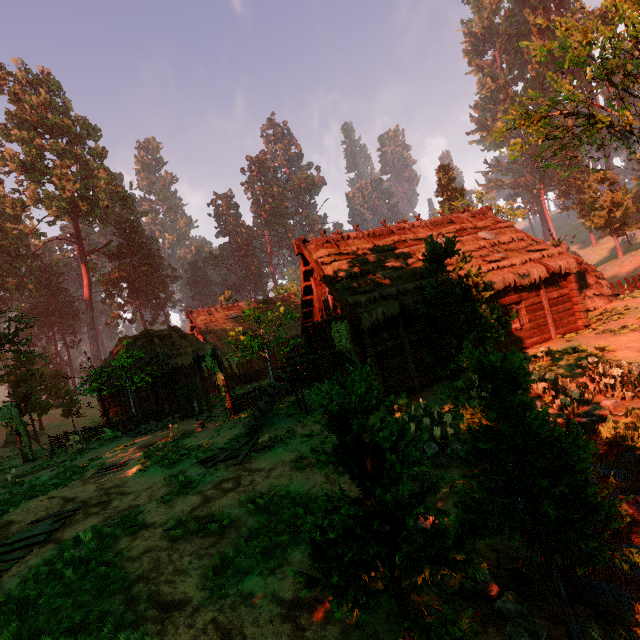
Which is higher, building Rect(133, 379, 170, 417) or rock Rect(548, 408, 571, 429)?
building Rect(133, 379, 170, 417)

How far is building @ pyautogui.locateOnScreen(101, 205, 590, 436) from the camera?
12.99m

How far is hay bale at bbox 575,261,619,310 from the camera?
17.0m

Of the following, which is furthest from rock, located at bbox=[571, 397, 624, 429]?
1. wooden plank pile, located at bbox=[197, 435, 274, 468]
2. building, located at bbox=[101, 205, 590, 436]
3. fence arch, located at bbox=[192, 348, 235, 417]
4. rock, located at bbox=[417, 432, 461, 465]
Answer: fence arch, located at bbox=[192, 348, 235, 417]

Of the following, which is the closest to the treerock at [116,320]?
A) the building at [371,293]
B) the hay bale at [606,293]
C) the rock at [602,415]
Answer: the building at [371,293]

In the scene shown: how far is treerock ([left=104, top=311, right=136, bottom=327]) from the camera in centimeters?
5169cm

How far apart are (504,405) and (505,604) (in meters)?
2.89

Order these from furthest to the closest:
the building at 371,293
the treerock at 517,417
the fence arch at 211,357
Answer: the fence arch at 211,357
the building at 371,293
the treerock at 517,417
